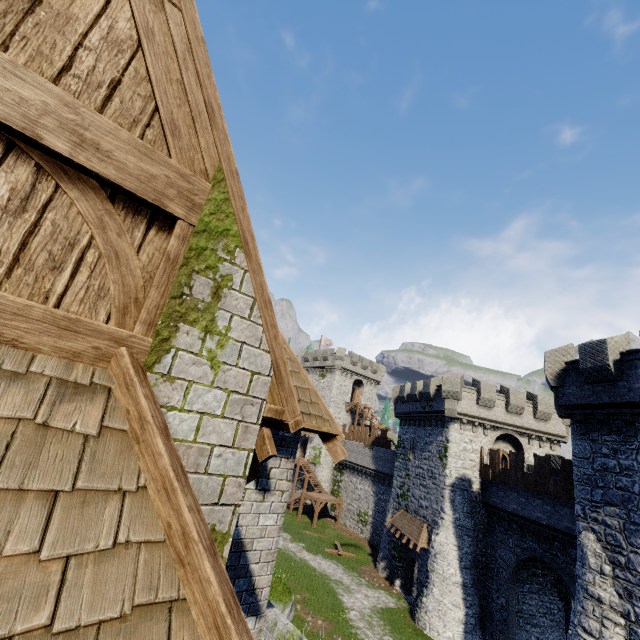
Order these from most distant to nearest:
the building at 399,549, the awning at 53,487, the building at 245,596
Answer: the building at 399,549 → the building at 245,596 → the awning at 53,487

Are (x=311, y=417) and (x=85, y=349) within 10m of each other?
yes

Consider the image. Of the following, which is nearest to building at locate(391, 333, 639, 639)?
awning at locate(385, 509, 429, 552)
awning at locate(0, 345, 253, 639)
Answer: awning at locate(385, 509, 429, 552)

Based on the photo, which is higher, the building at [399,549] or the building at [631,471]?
the building at [631,471]

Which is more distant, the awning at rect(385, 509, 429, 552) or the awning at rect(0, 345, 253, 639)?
the awning at rect(385, 509, 429, 552)

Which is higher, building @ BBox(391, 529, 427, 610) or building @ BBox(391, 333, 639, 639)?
building @ BBox(391, 333, 639, 639)

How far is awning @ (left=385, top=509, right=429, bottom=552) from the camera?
23.9m

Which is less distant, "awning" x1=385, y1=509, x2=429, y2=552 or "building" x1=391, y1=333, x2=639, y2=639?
"building" x1=391, y1=333, x2=639, y2=639
